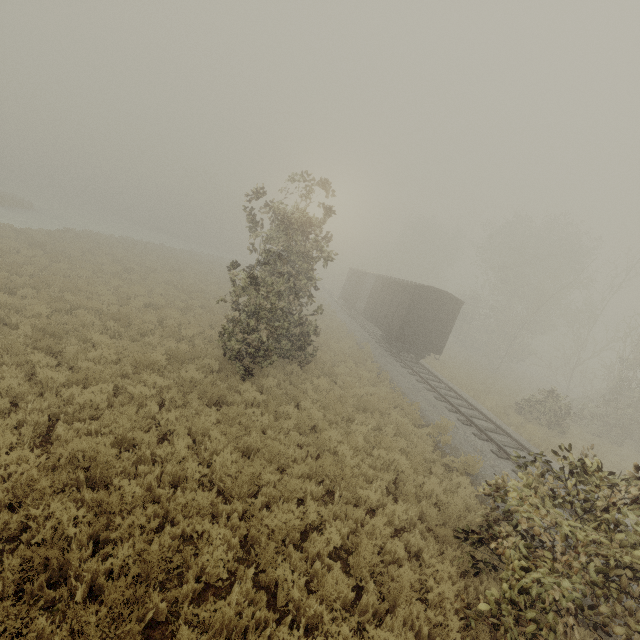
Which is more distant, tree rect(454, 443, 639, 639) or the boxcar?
the boxcar

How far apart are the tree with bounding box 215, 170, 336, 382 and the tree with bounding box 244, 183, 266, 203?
2.5m

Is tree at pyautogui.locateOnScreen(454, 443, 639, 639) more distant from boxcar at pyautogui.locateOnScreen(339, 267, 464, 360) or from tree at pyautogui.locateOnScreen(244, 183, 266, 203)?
boxcar at pyautogui.locateOnScreen(339, 267, 464, 360)

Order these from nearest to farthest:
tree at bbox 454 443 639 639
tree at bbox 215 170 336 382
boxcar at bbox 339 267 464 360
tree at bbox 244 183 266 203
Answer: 1. tree at bbox 454 443 639 639
2. tree at bbox 215 170 336 382
3. tree at bbox 244 183 266 203
4. boxcar at bbox 339 267 464 360

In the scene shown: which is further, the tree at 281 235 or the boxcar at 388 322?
the boxcar at 388 322

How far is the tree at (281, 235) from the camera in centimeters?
1027cm

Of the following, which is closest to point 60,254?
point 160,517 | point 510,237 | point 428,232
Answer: point 160,517

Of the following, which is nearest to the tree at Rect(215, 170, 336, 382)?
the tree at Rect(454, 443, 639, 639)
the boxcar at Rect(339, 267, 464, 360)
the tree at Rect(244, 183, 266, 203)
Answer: the tree at Rect(244, 183, 266, 203)
